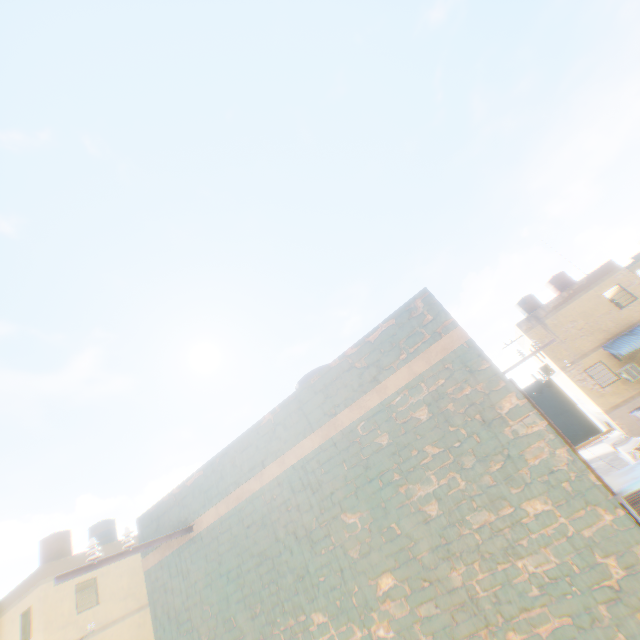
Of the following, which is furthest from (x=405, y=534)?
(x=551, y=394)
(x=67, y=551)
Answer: (x=551, y=394)
